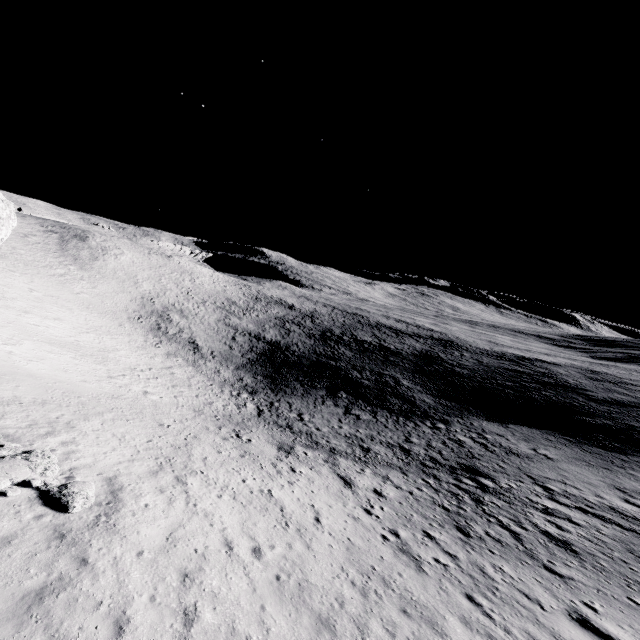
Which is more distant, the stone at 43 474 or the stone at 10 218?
the stone at 10 218

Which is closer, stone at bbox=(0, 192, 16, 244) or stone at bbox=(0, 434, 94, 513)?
stone at bbox=(0, 434, 94, 513)

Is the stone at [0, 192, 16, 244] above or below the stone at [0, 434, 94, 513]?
above

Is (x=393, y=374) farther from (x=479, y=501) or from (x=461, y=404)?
(x=479, y=501)

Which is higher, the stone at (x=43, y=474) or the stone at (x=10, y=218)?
the stone at (x=10, y=218)
